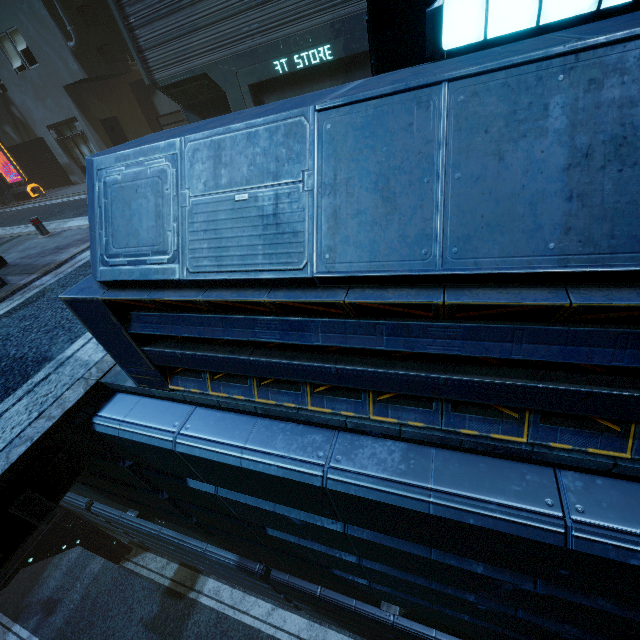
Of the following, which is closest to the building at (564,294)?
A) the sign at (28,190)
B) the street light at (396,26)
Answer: the street light at (396,26)

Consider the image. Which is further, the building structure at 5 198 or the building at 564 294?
the building structure at 5 198

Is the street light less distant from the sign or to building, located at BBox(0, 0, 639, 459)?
building, located at BBox(0, 0, 639, 459)

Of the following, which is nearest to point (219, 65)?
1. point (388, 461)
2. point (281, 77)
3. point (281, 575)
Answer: point (281, 77)

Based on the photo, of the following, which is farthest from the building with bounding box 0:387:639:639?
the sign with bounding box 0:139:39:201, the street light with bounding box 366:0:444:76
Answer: the sign with bounding box 0:139:39:201

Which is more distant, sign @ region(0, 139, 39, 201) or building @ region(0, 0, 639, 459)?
sign @ region(0, 139, 39, 201)

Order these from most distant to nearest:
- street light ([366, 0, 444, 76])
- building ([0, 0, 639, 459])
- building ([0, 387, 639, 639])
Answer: street light ([366, 0, 444, 76])
building ([0, 387, 639, 639])
building ([0, 0, 639, 459])
